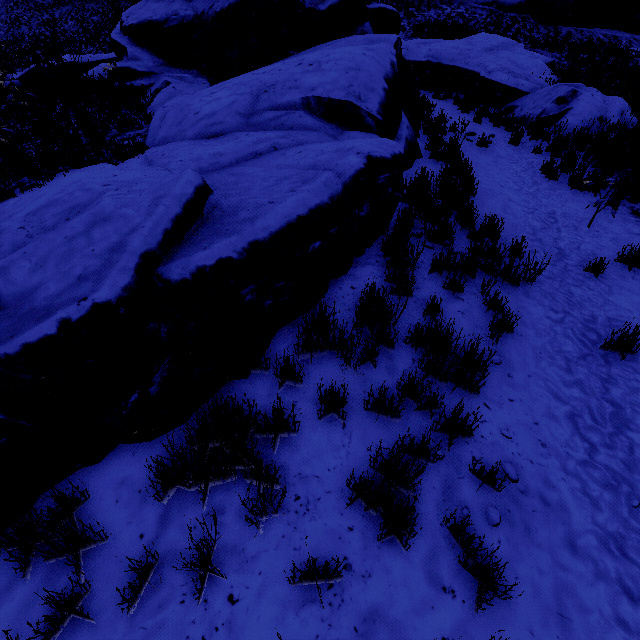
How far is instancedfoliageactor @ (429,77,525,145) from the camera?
9.3m

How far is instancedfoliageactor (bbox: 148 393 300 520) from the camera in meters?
2.2 m

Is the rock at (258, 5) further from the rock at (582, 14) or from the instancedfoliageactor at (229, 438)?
the rock at (582, 14)

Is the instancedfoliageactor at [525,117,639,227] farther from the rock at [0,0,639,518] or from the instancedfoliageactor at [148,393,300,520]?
the instancedfoliageactor at [148,393,300,520]

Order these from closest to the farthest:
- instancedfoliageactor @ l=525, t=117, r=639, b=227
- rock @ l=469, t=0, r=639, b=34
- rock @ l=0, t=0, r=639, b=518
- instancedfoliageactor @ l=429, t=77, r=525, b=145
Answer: rock @ l=0, t=0, r=639, b=518
instancedfoliageactor @ l=525, t=117, r=639, b=227
instancedfoliageactor @ l=429, t=77, r=525, b=145
rock @ l=469, t=0, r=639, b=34

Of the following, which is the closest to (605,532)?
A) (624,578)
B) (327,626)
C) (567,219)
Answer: (624,578)

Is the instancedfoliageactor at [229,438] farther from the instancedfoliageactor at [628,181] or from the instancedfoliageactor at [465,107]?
the instancedfoliageactor at [465,107]

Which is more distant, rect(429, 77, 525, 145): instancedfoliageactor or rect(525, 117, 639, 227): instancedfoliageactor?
rect(429, 77, 525, 145): instancedfoliageactor
